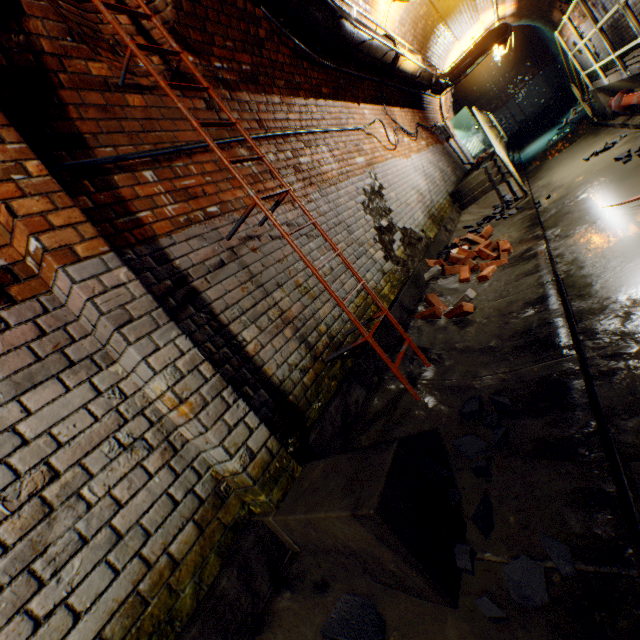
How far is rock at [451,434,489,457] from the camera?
1.76m

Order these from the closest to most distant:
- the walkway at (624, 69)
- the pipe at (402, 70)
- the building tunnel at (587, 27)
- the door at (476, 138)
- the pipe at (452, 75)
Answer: the walkway at (624, 69) < the pipe at (402, 70) < the building tunnel at (587, 27) < the pipe at (452, 75) < the door at (476, 138)

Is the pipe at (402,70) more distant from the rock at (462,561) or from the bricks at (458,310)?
the rock at (462,561)

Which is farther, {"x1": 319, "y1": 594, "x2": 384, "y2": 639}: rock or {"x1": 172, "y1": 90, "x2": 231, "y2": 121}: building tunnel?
{"x1": 172, "y1": 90, "x2": 231, "y2": 121}: building tunnel

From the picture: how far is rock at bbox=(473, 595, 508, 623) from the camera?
1.13m

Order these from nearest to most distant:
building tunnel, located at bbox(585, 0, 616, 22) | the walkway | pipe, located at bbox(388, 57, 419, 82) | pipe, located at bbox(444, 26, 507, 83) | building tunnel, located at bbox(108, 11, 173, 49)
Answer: building tunnel, located at bbox(108, 11, 173, 49) → the walkway → pipe, located at bbox(388, 57, 419, 82) → building tunnel, located at bbox(585, 0, 616, 22) → pipe, located at bbox(444, 26, 507, 83)

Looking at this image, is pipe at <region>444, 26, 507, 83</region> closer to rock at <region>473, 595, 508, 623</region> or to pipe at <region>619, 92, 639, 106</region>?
pipe at <region>619, 92, 639, 106</region>

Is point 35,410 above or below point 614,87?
above
